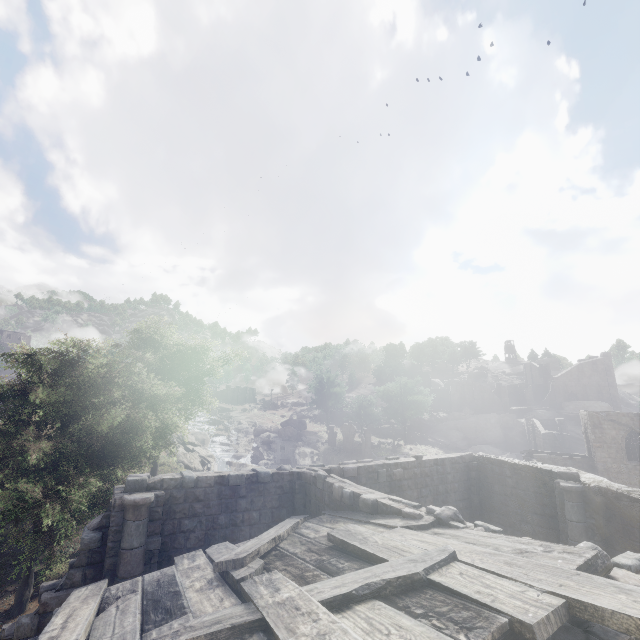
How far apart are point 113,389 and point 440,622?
16.03m

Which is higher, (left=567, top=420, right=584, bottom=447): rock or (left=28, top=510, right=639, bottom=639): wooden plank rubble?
(left=28, top=510, right=639, bottom=639): wooden plank rubble

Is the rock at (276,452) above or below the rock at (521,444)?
below

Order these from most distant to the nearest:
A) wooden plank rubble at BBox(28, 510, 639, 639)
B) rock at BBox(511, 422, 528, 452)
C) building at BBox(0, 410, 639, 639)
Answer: rock at BBox(511, 422, 528, 452) → building at BBox(0, 410, 639, 639) → wooden plank rubble at BBox(28, 510, 639, 639)

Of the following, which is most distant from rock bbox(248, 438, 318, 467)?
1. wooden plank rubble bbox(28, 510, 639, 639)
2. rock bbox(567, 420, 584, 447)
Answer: rock bbox(567, 420, 584, 447)

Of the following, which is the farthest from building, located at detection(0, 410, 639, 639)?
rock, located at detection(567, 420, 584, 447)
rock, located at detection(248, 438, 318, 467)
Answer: rock, located at detection(248, 438, 318, 467)

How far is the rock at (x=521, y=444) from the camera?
57.97m

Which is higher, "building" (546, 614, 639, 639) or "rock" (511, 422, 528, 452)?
"building" (546, 614, 639, 639)
